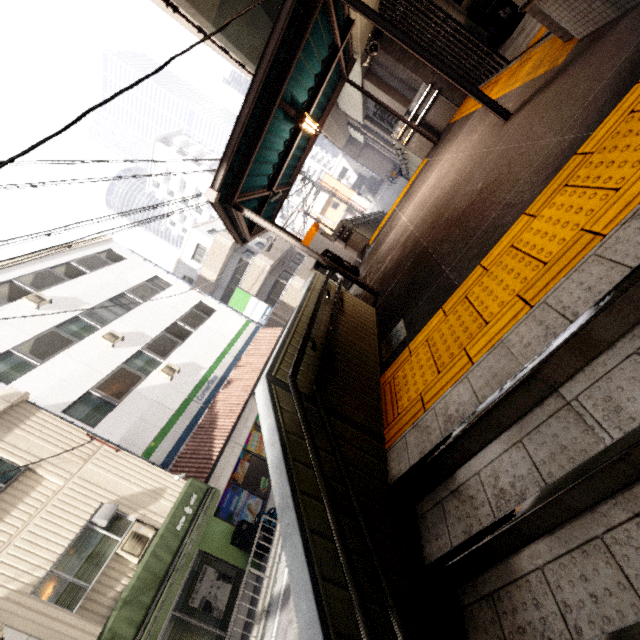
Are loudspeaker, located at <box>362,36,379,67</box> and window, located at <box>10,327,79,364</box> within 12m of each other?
no

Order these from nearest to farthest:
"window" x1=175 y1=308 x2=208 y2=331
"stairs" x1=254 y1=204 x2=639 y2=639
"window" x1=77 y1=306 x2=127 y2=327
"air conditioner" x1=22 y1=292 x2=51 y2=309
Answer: "stairs" x1=254 y1=204 x2=639 y2=639 → "air conditioner" x1=22 y1=292 x2=51 y2=309 → "window" x1=77 y1=306 x2=127 y2=327 → "window" x1=175 y1=308 x2=208 y2=331

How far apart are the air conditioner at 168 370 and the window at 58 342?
3.3 meters

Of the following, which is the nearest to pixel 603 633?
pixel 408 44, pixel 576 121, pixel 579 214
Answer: pixel 579 214

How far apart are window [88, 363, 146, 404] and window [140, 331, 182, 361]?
1.12m

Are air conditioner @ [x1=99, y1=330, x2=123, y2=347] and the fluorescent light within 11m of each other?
no

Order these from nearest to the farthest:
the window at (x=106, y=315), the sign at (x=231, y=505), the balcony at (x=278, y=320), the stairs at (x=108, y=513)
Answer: the stairs at (x=108, y=513) < the sign at (x=231, y=505) < the window at (x=106, y=315) < the balcony at (x=278, y=320)

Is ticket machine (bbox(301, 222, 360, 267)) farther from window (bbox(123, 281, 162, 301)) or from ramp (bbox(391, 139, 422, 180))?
window (bbox(123, 281, 162, 301))
